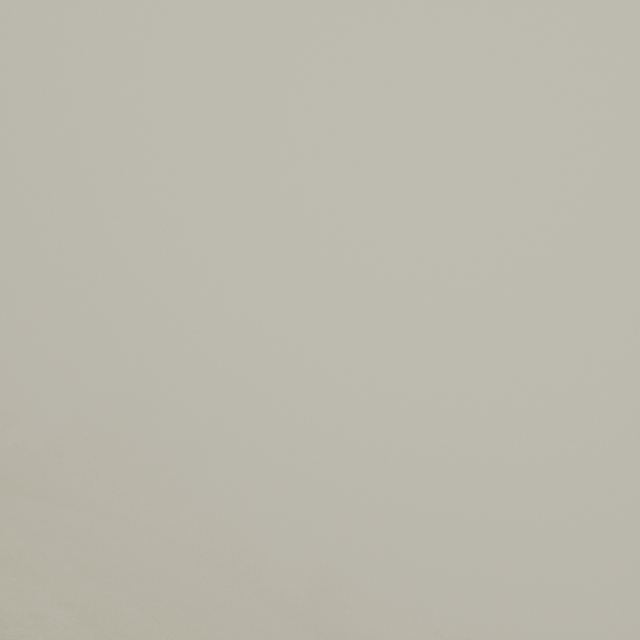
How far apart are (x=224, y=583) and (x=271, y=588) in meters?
14.9 m
